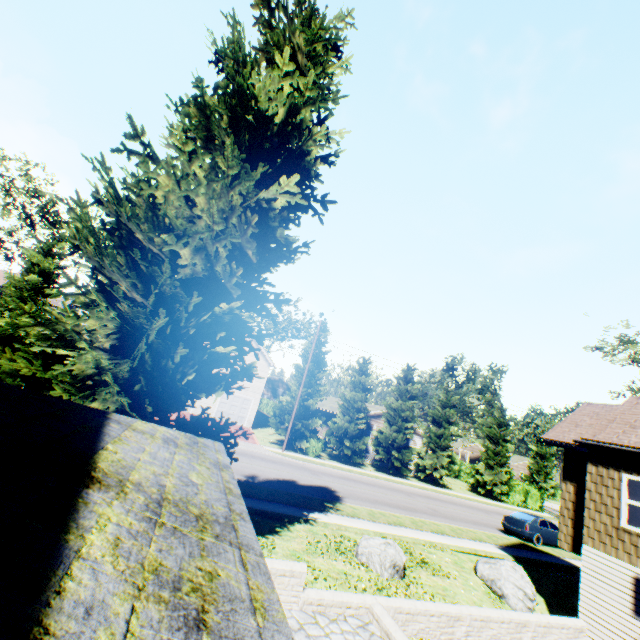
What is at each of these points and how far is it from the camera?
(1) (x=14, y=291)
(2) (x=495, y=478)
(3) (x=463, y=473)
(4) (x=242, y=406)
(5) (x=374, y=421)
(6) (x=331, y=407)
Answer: (1) tree, 23.1m
(2) tree, 35.6m
(3) hedge, 48.1m
(4) garage door, 33.3m
(5) house, 37.1m
(6) house, 41.1m

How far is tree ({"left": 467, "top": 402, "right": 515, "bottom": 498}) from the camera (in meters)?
36.19

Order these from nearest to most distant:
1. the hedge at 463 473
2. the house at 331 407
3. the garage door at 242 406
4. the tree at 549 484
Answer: the garage door at 242 406 → the house at 331 407 → the hedge at 463 473 → the tree at 549 484

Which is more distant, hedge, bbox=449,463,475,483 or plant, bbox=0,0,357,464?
hedge, bbox=449,463,475,483

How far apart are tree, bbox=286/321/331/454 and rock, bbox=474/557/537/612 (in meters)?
17.38

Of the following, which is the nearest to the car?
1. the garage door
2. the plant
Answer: the plant

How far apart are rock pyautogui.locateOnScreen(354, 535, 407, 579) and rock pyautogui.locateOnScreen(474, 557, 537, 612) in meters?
4.0

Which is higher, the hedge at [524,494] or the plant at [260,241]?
the plant at [260,241]
